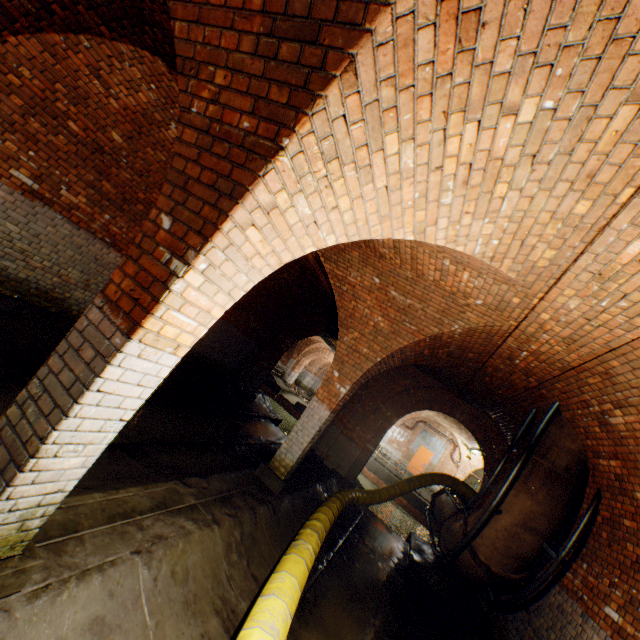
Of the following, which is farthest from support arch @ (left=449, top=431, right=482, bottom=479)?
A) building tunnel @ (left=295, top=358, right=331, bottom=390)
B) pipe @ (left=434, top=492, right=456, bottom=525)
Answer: pipe @ (left=434, top=492, right=456, bottom=525)

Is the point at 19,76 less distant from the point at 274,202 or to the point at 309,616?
the point at 274,202

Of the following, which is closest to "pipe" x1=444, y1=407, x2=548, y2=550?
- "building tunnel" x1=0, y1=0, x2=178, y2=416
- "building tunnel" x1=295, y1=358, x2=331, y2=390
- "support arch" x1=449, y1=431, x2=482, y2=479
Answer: "building tunnel" x1=0, y1=0, x2=178, y2=416

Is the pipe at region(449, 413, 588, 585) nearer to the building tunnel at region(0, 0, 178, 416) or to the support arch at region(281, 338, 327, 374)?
the building tunnel at region(0, 0, 178, 416)

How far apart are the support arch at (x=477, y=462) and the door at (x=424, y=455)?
1.6 meters

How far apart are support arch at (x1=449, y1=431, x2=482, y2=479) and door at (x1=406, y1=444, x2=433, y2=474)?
1.64m

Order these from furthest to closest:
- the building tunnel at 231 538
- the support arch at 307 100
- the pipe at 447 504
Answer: the pipe at 447 504 → the building tunnel at 231 538 → the support arch at 307 100

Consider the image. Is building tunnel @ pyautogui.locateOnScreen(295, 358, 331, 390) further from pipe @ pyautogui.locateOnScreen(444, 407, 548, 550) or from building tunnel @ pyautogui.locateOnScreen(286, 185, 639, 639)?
pipe @ pyautogui.locateOnScreen(444, 407, 548, 550)
